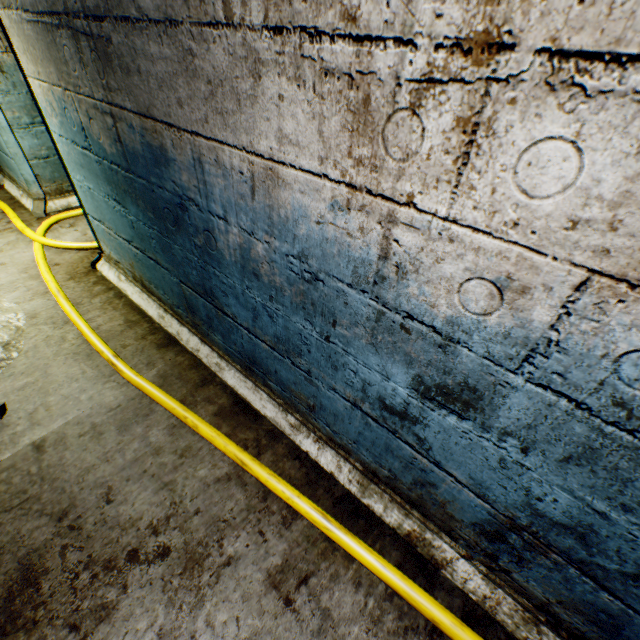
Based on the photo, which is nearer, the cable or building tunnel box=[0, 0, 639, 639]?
building tunnel box=[0, 0, 639, 639]

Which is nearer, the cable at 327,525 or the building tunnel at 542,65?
the building tunnel at 542,65

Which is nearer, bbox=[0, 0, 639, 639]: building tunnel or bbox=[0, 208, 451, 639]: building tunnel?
bbox=[0, 0, 639, 639]: building tunnel

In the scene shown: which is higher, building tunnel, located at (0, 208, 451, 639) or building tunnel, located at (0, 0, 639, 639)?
building tunnel, located at (0, 0, 639, 639)

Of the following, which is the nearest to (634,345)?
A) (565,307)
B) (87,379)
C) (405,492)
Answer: (565,307)

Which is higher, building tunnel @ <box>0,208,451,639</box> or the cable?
the cable

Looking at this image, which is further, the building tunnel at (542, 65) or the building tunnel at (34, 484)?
Result: the building tunnel at (34, 484)
